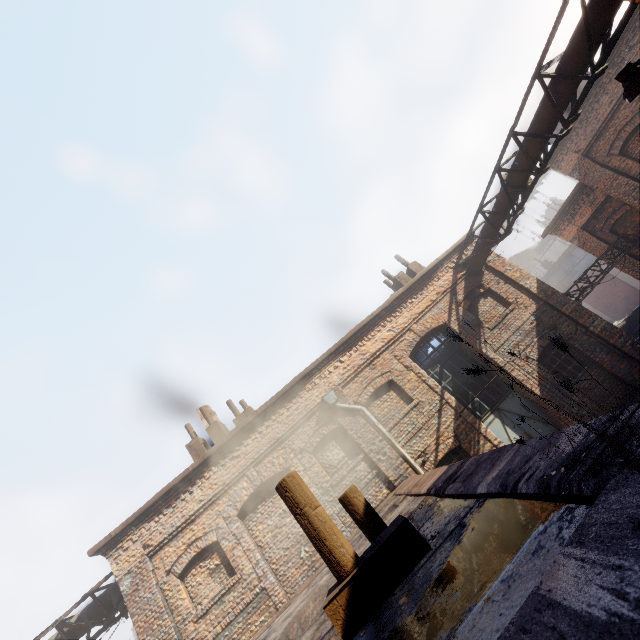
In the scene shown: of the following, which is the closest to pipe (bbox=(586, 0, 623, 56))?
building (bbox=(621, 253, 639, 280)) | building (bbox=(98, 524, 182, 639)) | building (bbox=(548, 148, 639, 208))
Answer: building (bbox=(548, 148, 639, 208))

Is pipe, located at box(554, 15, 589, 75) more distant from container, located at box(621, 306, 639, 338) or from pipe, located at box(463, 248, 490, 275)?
container, located at box(621, 306, 639, 338)

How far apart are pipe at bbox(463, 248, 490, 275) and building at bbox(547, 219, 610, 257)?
5.74m

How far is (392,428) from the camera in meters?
9.6

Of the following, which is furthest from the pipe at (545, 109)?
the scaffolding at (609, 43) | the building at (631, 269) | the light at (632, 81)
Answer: the building at (631, 269)

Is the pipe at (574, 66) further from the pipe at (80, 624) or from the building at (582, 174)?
the pipe at (80, 624)

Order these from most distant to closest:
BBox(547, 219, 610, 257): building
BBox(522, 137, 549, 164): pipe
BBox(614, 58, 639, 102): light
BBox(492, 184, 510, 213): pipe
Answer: BBox(547, 219, 610, 257): building < BBox(492, 184, 510, 213): pipe < BBox(522, 137, 549, 164): pipe < BBox(614, 58, 639, 102): light

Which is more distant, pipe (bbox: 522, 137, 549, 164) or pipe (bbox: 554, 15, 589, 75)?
pipe (bbox: 522, 137, 549, 164)
